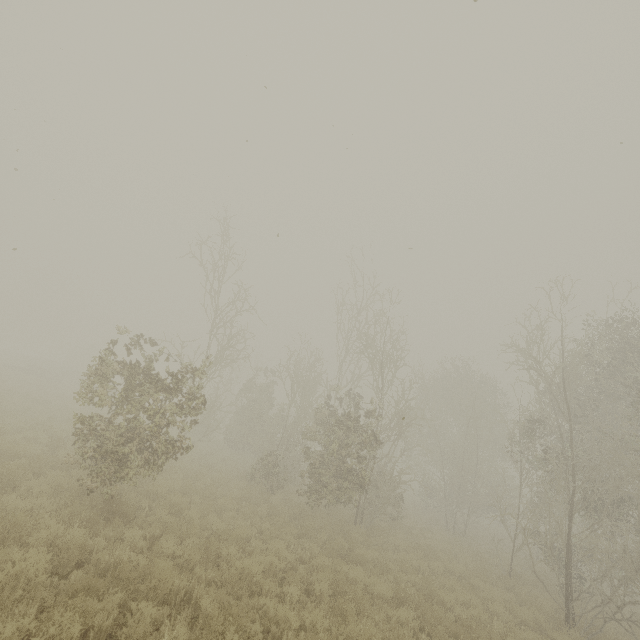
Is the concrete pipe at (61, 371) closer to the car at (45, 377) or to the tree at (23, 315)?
the car at (45, 377)

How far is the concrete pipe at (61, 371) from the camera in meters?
35.2

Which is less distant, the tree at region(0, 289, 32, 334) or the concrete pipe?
the concrete pipe

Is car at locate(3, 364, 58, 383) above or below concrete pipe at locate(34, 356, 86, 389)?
below

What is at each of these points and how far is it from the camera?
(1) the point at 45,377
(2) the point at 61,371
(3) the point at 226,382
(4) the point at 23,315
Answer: (1) car, 31.9 meters
(2) concrete pipe, 36.0 meters
(3) tree, 27.4 meters
(4) tree, 58.5 meters

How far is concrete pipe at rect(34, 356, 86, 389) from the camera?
35.22m

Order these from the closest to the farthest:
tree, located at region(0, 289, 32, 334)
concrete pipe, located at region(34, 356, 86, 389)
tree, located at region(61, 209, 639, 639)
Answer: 1. tree, located at region(61, 209, 639, 639)
2. concrete pipe, located at region(34, 356, 86, 389)
3. tree, located at region(0, 289, 32, 334)

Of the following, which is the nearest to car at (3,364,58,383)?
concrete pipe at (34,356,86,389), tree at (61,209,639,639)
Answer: concrete pipe at (34,356,86,389)
